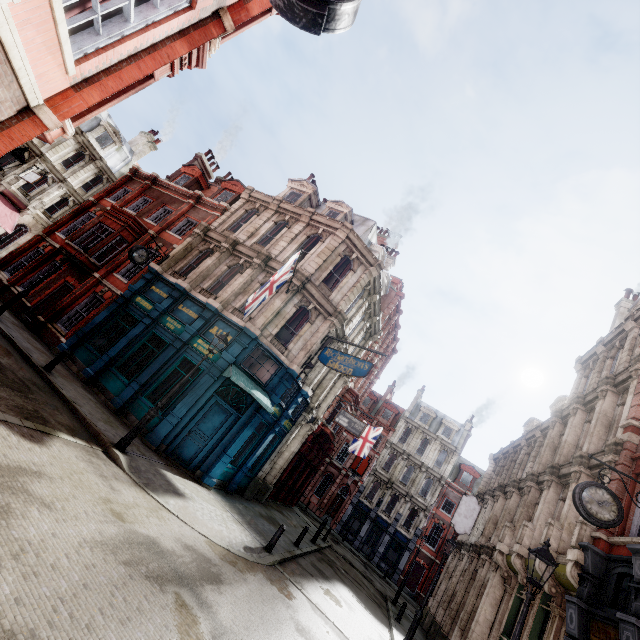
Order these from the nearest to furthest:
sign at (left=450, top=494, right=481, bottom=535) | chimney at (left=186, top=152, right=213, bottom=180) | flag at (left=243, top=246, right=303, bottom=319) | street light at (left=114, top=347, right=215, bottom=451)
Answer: street light at (left=114, top=347, right=215, bottom=451), flag at (left=243, top=246, right=303, bottom=319), sign at (left=450, top=494, right=481, bottom=535), chimney at (left=186, top=152, right=213, bottom=180)

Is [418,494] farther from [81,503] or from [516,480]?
[81,503]

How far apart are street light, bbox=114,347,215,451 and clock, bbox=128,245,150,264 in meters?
8.4

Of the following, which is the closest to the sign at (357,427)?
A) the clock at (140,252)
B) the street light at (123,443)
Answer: the street light at (123,443)

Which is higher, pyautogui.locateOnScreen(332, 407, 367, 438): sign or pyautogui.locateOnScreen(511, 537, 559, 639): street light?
pyautogui.locateOnScreen(332, 407, 367, 438): sign

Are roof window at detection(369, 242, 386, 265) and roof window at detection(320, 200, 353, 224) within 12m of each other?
yes

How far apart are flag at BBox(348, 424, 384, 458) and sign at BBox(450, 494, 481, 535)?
7.54m

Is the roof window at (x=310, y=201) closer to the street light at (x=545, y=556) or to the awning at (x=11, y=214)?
the street light at (x=545, y=556)
